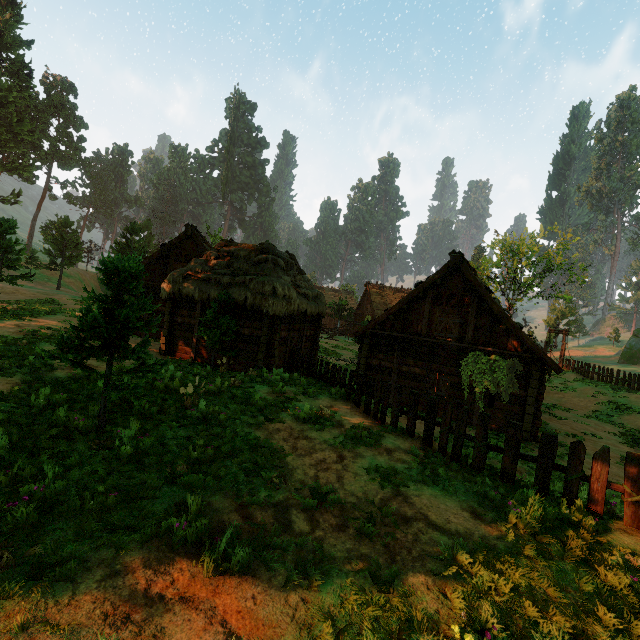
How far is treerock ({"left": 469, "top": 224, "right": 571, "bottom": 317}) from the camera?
37.2m

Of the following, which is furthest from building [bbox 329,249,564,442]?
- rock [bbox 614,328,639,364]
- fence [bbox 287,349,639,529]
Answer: rock [bbox 614,328,639,364]

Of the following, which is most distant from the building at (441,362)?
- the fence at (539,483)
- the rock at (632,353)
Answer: the rock at (632,353)

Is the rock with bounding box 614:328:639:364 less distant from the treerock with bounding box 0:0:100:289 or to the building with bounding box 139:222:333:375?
the treerock with bounding box 0:0:100:289

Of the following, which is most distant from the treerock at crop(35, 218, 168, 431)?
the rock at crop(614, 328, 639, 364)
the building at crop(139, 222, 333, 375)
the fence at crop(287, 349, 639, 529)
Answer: the fence at crop(287, 349, 639, 529)

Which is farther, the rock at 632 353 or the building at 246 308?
the rock at 632 353

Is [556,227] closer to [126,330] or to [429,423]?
[429,423]

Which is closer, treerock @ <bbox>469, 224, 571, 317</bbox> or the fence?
the fence
